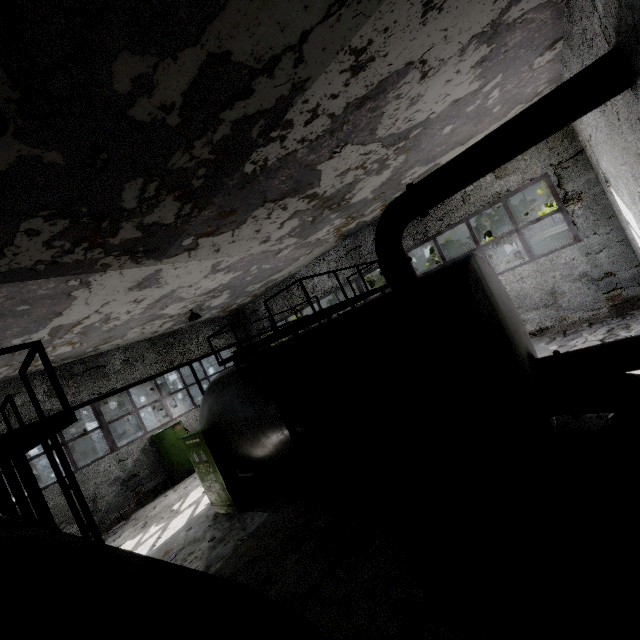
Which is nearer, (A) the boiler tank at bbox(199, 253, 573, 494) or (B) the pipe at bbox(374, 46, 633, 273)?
(B) the pipe at bbox(374, 46, 633, 273)

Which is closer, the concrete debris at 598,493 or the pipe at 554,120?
the concrete debris at 598,493

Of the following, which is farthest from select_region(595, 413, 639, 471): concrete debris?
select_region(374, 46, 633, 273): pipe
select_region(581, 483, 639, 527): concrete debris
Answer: select_region(374, 46, 633, 273): pipe

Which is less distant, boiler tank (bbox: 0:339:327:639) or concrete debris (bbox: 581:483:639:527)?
boiler tank (bbox: 0:339:327:639)

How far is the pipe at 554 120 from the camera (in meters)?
4.41

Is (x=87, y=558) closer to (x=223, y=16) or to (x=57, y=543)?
(x=57, y=543)

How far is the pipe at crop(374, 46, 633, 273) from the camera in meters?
4.4

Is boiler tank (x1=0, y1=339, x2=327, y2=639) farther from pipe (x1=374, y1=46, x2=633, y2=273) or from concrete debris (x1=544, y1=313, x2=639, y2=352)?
pipe (x1=374, y1=46, x2=633, y2=273)
